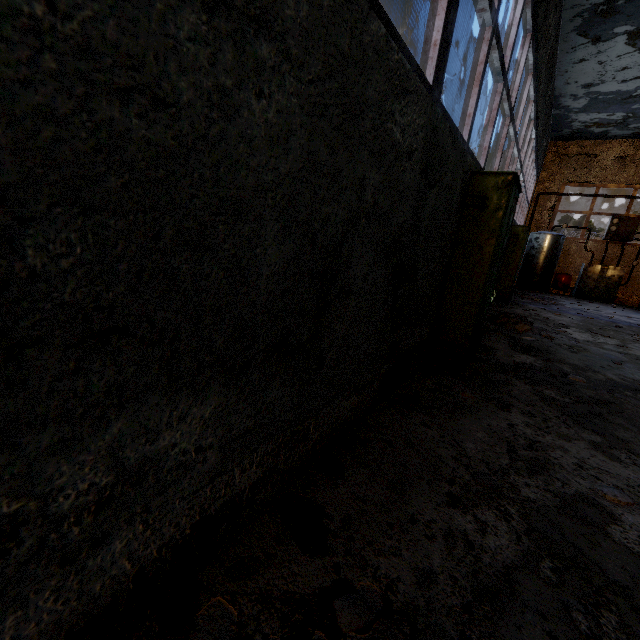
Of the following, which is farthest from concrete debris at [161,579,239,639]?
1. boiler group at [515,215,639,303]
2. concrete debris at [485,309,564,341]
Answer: boiler group at [515,215,639,303]

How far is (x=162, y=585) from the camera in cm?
131

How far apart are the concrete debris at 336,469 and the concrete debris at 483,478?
1.0 meters

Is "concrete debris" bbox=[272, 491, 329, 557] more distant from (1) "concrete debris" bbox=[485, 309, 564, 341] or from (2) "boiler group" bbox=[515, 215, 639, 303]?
(2) "boiler group" bbox=[515, 215, 639, 303]

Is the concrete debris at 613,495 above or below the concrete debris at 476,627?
above

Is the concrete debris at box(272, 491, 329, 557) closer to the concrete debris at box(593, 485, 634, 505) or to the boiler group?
the concrete debris at box(593, 485, 634, 505)

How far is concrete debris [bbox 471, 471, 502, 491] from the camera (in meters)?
2.24

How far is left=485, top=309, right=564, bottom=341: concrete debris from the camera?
6.81m
